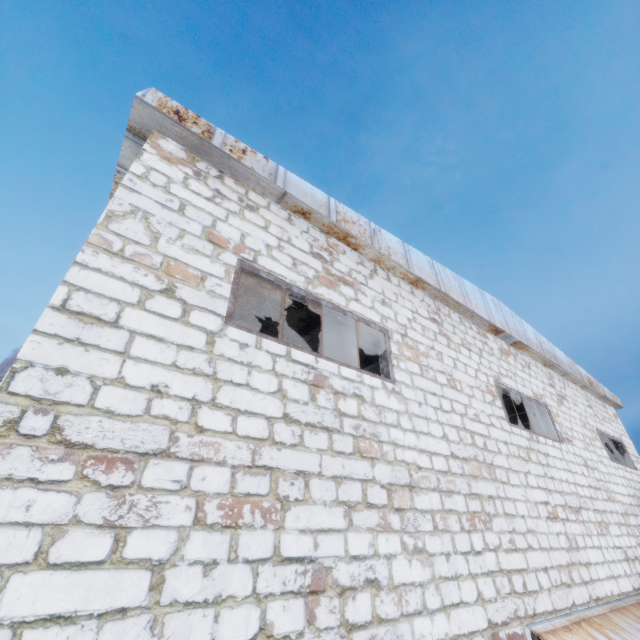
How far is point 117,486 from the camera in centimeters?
240cm
